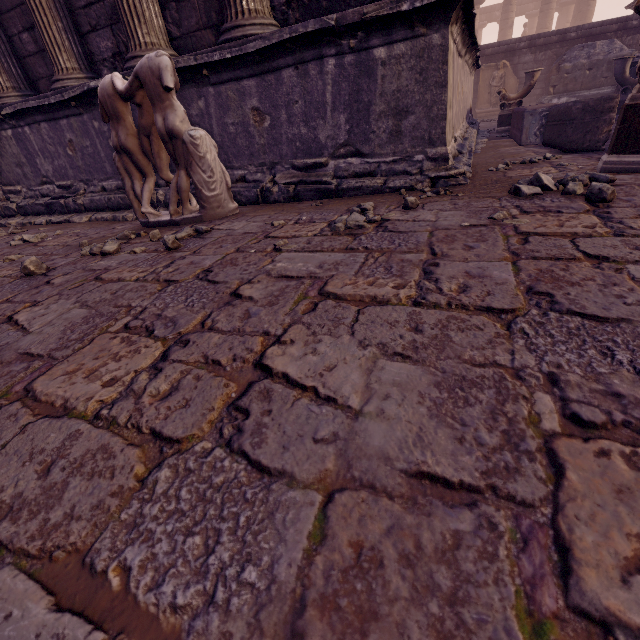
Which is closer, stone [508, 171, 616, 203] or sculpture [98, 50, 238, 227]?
stone [508, 171, 616, 203]

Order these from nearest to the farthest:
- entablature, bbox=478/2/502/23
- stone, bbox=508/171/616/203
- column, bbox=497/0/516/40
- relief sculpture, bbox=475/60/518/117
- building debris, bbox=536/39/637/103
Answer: stone, bbox=508/171/616/203 → building debris, bbox=536/39/637/103 → relief sculpture, bbox=475/60/518/117 → column, bbox=497/0/516/40 → entablature, bbox=478/2/502/23

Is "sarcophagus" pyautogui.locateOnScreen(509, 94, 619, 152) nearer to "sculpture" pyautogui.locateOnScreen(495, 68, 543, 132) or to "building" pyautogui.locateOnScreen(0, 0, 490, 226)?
"building" pyautogui.locateOnScreen(0, 0, 490, 226)

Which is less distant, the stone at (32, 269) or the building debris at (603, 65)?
the stone at (32, 269)

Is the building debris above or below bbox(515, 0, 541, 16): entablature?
→ below

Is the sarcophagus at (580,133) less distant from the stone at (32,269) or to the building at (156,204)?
the building at (156,204)

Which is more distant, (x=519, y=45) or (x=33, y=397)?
(x=519, y=45)

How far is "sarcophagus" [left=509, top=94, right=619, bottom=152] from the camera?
3.3m
